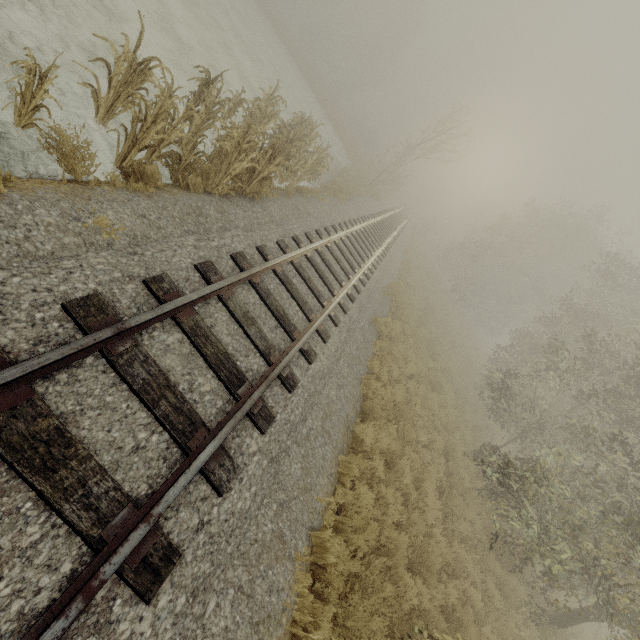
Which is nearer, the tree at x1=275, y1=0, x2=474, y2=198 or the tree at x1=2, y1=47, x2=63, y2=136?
the tree at x1=2, y1=47, x2=63, y2=136

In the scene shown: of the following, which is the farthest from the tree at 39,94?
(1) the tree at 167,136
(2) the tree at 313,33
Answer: (2) the tree at 313,33

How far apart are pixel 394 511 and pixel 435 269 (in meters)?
38.73

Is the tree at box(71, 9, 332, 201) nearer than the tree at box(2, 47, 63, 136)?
No

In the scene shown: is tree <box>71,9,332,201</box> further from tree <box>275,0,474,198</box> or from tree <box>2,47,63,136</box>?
tree <box>275,0,474,198</box>

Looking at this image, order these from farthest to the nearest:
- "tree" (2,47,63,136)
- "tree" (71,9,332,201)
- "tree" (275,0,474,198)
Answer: "tree" (275,0,474,198)
"tree" (71,9,332,201)
"tree" (2,47,63,136)

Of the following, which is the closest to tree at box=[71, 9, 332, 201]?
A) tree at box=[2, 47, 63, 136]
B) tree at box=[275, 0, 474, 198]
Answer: tree at box=[2, 47, 63, 136]

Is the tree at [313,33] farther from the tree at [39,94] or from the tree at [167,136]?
the tree at [39,94]
